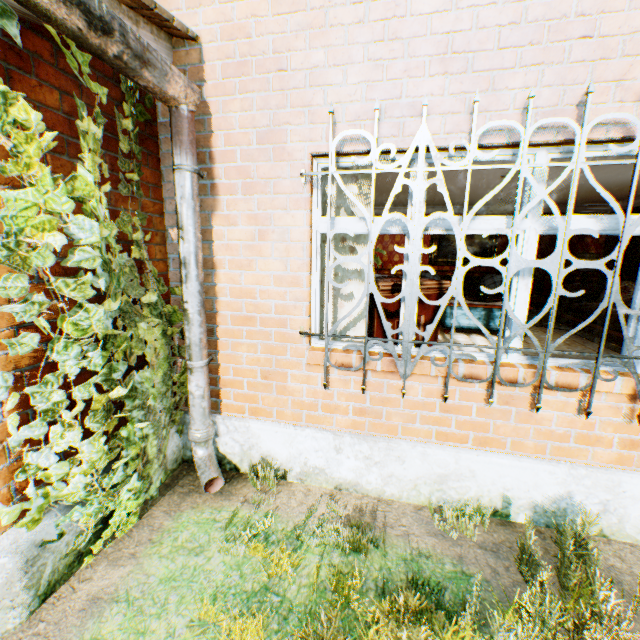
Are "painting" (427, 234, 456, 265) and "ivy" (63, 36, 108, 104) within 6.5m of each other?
no

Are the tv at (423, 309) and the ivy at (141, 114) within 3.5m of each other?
yes

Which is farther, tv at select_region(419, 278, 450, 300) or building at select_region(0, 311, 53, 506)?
tv at select_region(419, 278, 450, 300)

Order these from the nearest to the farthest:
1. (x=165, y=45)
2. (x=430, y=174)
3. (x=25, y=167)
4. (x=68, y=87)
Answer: (x=25, y=167) < (x=68, y=87) < (x=165, y=45) < (x=430, y=174)

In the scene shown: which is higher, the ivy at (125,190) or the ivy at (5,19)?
the ivy at (5,19)

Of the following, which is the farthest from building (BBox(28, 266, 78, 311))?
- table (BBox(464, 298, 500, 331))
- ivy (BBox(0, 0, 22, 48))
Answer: table (BBox(464, 298, 500, 331))

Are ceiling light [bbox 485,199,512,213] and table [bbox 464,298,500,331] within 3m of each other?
yes

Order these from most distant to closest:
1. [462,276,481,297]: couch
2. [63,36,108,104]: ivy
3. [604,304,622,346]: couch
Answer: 1. [462,276,481,297]: couch
2. [604,304,622,346]: couch
3. [63,36,108,104]: ivy
